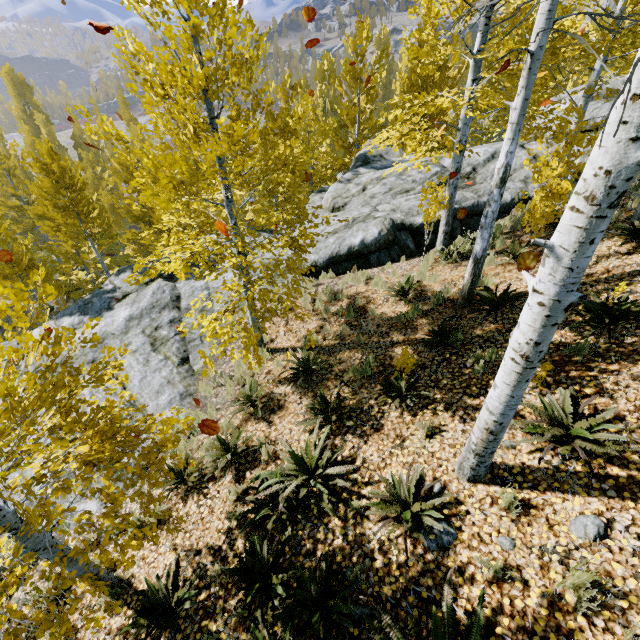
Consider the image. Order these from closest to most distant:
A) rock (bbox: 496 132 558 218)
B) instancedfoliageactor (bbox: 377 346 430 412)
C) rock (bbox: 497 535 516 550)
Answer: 1. rock (bbox: 497 535 516 550)
2. instancedfoliageactor (bbox: 377 346 430 412)
3. rock (bbox: 496 132 558 218)

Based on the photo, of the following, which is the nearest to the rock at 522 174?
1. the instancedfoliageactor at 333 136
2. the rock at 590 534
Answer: the instancedfoliageactor at 333 136

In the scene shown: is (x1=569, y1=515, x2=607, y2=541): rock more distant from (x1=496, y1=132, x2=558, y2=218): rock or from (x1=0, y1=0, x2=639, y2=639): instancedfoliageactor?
(x1=496, y1=132, x2=558, y2=218): rock

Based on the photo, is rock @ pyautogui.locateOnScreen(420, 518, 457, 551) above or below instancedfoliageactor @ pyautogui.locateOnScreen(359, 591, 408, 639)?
below

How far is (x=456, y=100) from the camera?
47.1m

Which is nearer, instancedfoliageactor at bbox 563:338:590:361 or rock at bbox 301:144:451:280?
instancedfoliageactor at bbox 563:338:590:361

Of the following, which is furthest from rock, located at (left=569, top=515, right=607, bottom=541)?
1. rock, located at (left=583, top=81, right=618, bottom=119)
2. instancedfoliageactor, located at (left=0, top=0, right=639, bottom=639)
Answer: rock, located at (left=583, top=81, right=618, bottom=119)
